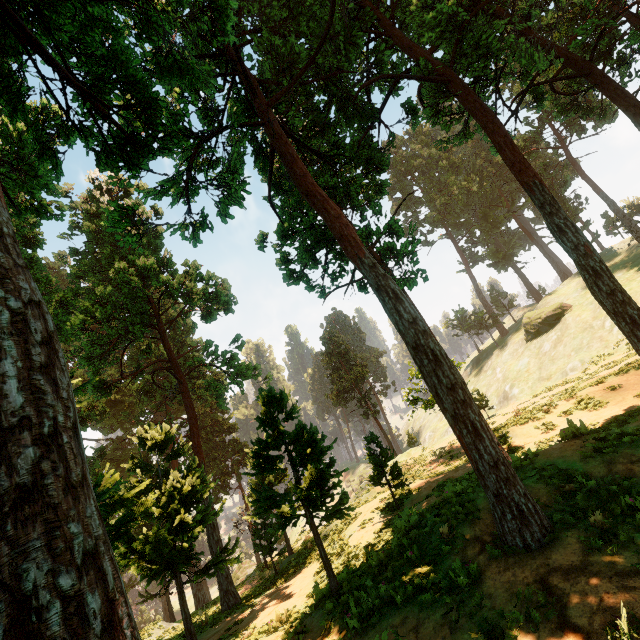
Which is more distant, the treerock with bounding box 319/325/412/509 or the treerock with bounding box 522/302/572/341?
the treerock with bounding box 522/302/572/341

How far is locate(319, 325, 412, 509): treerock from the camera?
15.4m

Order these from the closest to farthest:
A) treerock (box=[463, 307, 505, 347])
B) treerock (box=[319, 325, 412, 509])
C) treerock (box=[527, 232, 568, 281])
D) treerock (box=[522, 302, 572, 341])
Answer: treerock (box=[319, 325, 412, 509])
treerock (box=[522, 302, 572, 341])
treerock (box=[527, 232, 568, 281])
treerock (box=[463, 307, 505, 347])

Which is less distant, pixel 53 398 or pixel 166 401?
pixel 53 398

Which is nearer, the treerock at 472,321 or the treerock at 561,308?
the treerock at 561,308

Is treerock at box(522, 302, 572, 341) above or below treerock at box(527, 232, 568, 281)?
below
